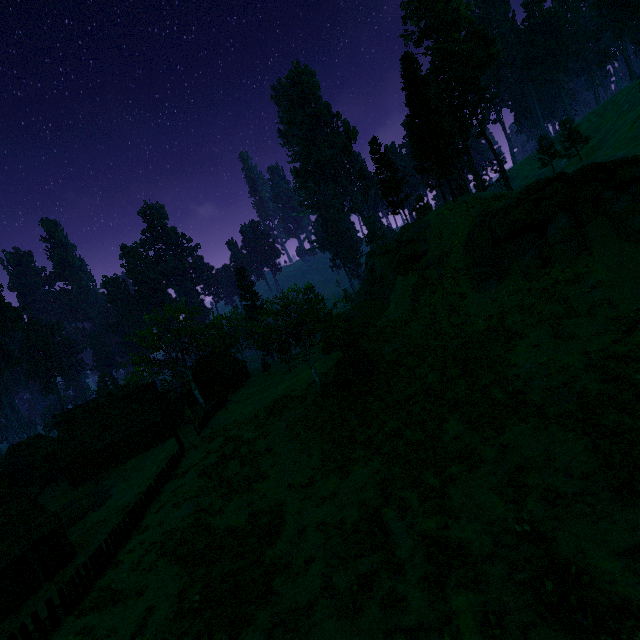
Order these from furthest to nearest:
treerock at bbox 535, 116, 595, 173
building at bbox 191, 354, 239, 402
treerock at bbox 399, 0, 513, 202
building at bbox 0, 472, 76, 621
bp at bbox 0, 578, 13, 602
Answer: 1. building at bbox 191, 354, 239, 402
2. treerock at bbox 535, 116, 595, 173
3. treerock at bbox 399, 0, 513, 202
4. building at bbox 0, 472, 76, 621
5. bp at bbox 0, 578, 13, 602

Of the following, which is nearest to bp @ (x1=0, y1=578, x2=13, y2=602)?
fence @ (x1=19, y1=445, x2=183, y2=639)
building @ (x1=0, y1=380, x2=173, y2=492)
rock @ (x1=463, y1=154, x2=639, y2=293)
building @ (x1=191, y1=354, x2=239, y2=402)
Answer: building @ (x1=0, y1=380, x2=173, y2=492)

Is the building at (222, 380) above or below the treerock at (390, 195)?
below

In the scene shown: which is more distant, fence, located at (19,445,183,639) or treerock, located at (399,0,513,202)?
treerock, located at (399,0,513,202)

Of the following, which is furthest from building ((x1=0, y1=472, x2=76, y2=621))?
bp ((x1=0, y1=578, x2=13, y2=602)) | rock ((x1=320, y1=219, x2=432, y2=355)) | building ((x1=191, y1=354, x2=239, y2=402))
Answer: rock ((x1=320, y1=219, x2=432, y2=355))

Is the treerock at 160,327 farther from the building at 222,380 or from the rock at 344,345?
the rock at 344,345

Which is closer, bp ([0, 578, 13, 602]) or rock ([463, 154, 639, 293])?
rock ([463, 154, 639, 293])

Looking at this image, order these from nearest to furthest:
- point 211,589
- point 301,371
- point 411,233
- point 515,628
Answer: point 515,628
point 211,589
point 411,233
point 301,371
